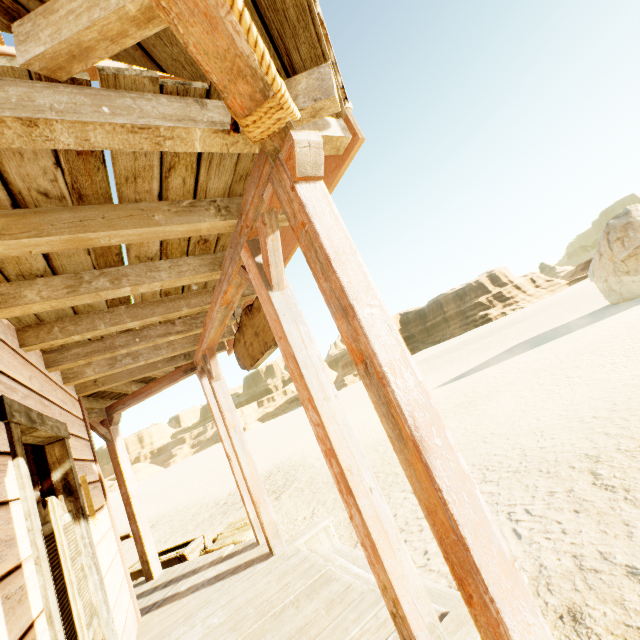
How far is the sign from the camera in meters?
3.0 m

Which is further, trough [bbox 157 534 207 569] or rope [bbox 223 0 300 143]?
trough [bbox 157 534 207 569]

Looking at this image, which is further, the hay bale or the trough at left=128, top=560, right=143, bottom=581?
the trough at left=128, top=560, right=143, bottom=581

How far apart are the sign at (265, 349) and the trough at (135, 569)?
3.82m

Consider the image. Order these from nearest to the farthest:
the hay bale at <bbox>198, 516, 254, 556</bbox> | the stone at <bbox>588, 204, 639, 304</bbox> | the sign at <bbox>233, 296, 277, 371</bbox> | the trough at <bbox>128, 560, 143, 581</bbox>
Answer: the sign at <bbox>233, 296, 277, 371</bbox>, the hay bale at <bbox>198, 516, 254, 556</bbox>, the trough at <bbox>128, 560, 143, 581</bbox>, the stone at <bbox>588, 204, 639, 304</bbox>

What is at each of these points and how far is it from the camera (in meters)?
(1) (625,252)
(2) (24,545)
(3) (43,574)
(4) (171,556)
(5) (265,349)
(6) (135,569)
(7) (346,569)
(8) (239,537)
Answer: (1) stone, 14.67
(2) building, 1.62
(3) door, 1.67
(4) trough, 5.50
(5) sign, 3.18
(6) trough, 5.68
(7) building, 3.22
(8) hay bale, 5.12

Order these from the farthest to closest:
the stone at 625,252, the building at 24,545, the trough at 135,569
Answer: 1. the stone at 625,252
2. the trough at 135,569
3. the building at 24,545
